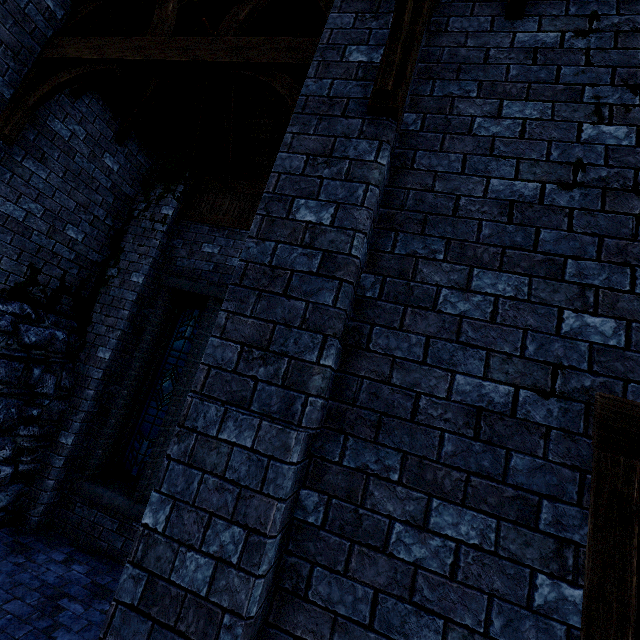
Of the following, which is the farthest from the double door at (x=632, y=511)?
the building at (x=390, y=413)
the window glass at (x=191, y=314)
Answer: the window glass at (x=191, y=314)

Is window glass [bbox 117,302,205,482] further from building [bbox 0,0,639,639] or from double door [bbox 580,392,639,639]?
double door [bbox 580,392,639,639]

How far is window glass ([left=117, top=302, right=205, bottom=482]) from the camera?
5.7m

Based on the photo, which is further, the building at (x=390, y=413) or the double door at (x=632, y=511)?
the building at (x=390, y=413)

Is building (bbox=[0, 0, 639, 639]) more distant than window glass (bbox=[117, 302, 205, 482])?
No

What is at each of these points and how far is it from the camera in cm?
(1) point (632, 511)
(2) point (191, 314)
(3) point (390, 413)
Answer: (1) double door, 113
(2) window glass, 638
(3) building, 205
